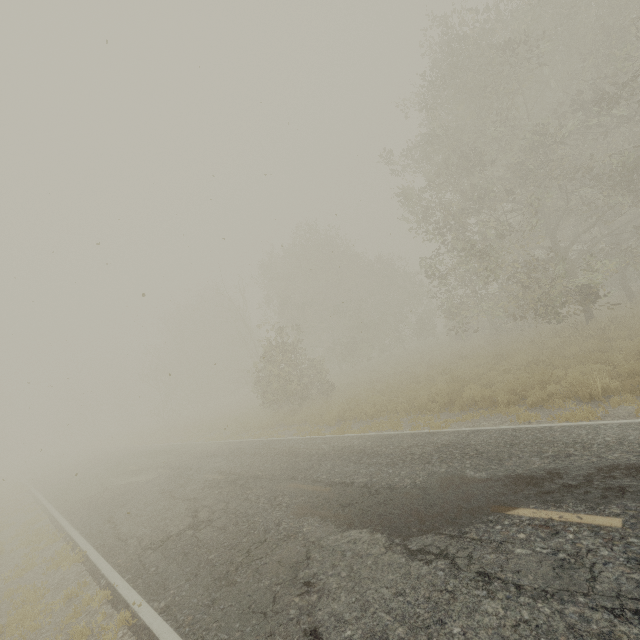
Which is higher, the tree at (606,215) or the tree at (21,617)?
the tree at (606,215)

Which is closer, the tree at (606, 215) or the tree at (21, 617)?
the tree at (21, 617)

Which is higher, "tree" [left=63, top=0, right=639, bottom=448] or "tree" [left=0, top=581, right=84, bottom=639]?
"tree" [left=63, top=0, right=639, bottom=448]

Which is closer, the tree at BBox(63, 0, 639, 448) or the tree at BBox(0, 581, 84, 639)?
the tree at BBox(0, 581, 84, 639)

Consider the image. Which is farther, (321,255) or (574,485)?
(321,255)
